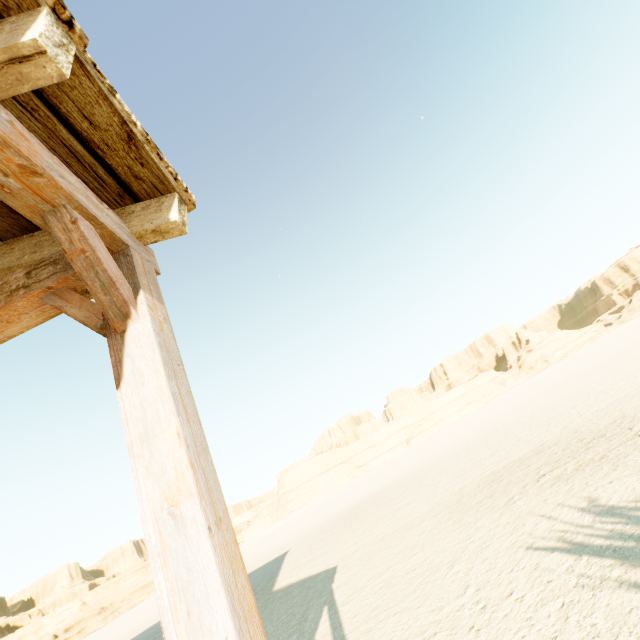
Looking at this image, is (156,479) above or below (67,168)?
below
